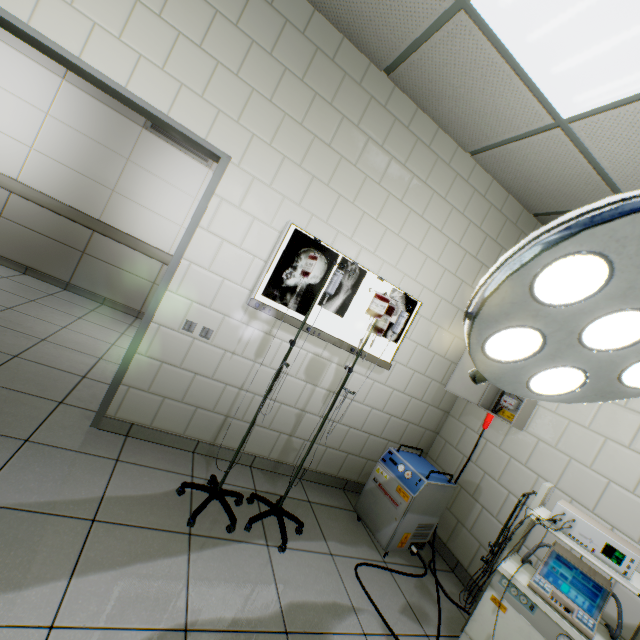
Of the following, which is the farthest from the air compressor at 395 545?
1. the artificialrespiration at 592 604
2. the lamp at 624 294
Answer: the lamp at 624 294

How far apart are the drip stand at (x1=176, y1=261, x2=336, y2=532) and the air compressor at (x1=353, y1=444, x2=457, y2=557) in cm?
68

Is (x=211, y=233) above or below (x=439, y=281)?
below

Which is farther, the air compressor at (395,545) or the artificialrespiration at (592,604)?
the air compressor at (395,545)

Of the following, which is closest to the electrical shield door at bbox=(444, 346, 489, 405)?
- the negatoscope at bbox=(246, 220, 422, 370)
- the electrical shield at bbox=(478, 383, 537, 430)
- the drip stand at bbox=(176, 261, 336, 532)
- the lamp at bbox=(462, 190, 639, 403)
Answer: the electrical shield at bbox=(478, 383, 537, 430)

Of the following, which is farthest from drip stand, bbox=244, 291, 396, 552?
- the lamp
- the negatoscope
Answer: the lamp

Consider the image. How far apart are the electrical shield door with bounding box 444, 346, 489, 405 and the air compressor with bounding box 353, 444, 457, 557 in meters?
0.6

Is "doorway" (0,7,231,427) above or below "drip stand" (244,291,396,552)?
above
